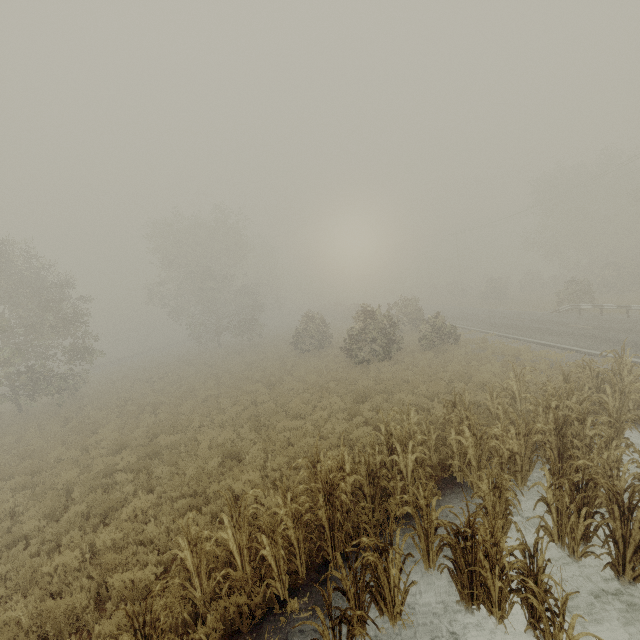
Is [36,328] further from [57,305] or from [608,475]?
[608,475]

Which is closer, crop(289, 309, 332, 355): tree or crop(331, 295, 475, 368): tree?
crop(331, 295, 475, 368): tree

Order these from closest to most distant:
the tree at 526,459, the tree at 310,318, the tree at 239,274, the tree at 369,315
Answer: the tree at 526,459 → the tree at 369,315 → the tree at 310,318 → the tree at 239,274

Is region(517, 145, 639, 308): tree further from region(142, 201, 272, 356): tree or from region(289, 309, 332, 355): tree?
region(142, 201, 272, 356): tree

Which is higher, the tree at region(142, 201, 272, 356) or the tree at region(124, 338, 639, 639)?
the tree at region(142, 201, 272, 356)

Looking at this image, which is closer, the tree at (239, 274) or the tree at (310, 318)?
the tree at (310, 318)

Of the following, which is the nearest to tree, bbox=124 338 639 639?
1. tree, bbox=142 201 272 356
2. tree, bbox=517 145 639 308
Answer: tree, bbox=517 145 639 308
